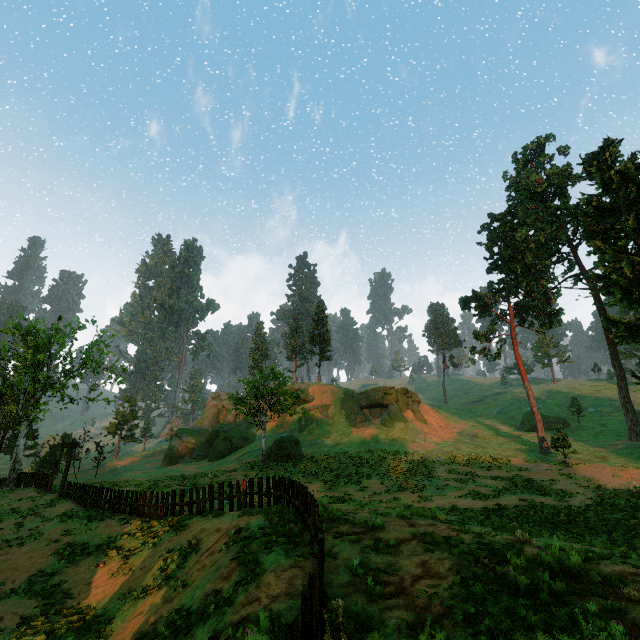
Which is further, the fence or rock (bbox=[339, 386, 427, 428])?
rock (bbox=[339, 386, 427, 428])

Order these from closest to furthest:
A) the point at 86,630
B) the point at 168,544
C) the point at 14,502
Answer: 1. the point at 86,630
2. the point at 168,544
3. the point at 14,502

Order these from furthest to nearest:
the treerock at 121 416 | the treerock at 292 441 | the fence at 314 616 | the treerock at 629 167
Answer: the treerock at 121 416
the treerock at 292 441
the treerock at 629 167
the fence at 314 616

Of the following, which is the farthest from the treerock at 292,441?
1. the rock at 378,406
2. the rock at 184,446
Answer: the rock at 378,406

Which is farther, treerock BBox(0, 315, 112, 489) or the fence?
treerock BBox(0, 315, 112, 489)

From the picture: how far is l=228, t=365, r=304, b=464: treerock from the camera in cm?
3381

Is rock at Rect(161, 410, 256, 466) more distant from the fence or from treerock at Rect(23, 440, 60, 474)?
the fence
